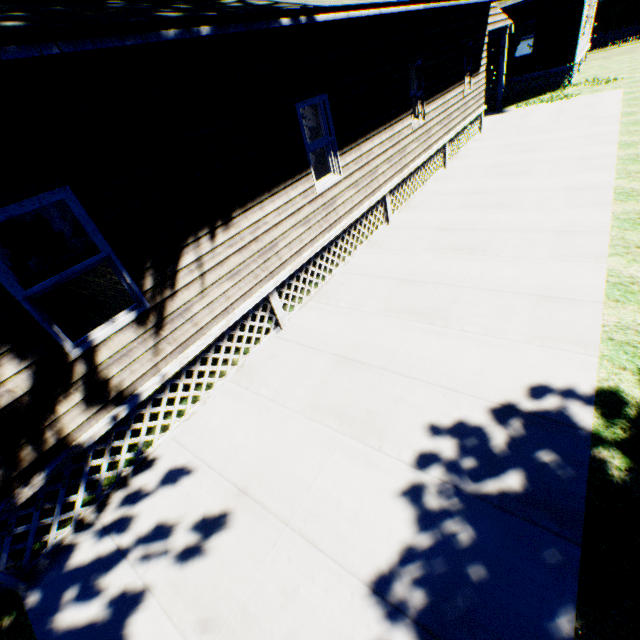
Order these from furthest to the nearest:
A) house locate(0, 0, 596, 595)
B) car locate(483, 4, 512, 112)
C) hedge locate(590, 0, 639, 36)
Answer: hedge locate(590, 0, 639, 36) < car locate(483, 4, 512, 112) < house locate(0, 0, 596, 595)

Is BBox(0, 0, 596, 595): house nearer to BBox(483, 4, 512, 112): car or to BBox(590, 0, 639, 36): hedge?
BBox(483, 4, 512, 112): car

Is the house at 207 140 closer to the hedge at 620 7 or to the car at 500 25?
the car at 500 25

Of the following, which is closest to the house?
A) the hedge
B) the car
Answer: the car

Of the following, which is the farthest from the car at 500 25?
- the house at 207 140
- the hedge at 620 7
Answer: the hedge at 620 7

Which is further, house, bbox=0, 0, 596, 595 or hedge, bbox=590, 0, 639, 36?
hedge, bbox=590, 0, 639, 36

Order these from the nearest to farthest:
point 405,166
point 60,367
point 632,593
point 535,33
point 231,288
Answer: point 632,593
point 60,367
point 231,288
point 405,166
point 535,33
